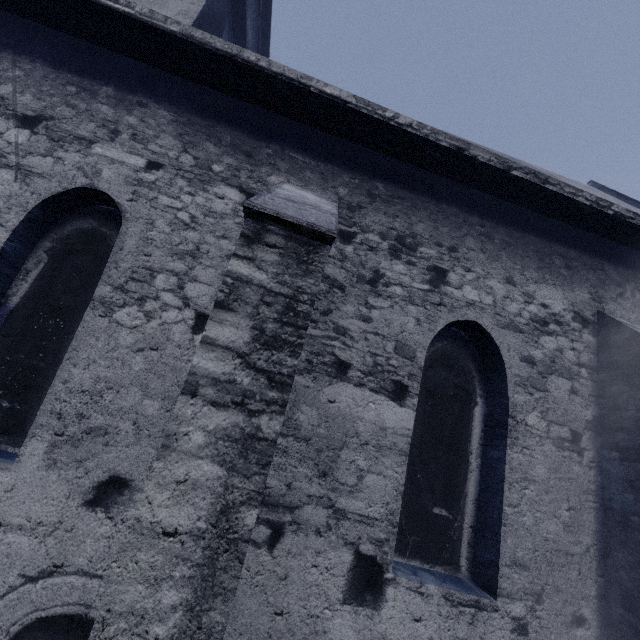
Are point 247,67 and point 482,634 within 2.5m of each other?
no
